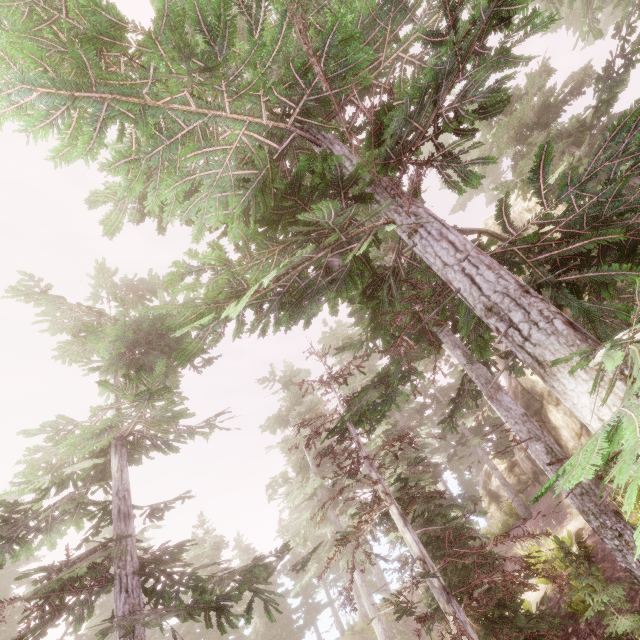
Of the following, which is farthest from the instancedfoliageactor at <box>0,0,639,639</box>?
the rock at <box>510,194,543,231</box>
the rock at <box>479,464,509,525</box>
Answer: the rock at <box>479,464,509,525</box>

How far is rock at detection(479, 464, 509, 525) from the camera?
24.5 meters

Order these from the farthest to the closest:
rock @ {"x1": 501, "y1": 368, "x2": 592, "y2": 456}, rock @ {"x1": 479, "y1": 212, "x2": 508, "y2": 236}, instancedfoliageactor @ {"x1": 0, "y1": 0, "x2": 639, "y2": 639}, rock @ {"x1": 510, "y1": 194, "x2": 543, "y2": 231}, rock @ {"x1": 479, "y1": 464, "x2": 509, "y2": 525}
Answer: rock @ {"x1": 479, "y1": 464, "x2": 509, "y2": 525} < rock @ {"x1": 479, "y1": 212, "x2": 508, "y2": 236} < rock @ {"x1": 510, "y1": 194, "x2": 543, "y2": 231} < rock @ {"x1": 501, "y1": 368, "x2": 592, "y2": 456} < instancedfoliageactor @ {"x1": 0, "y1": 0, "x2": 639, "y2": 639}

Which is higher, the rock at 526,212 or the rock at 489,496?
the rock at 526,212

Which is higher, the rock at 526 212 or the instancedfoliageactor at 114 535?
the rock at 526 212

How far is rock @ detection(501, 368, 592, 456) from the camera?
14.71m

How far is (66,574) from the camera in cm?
692
